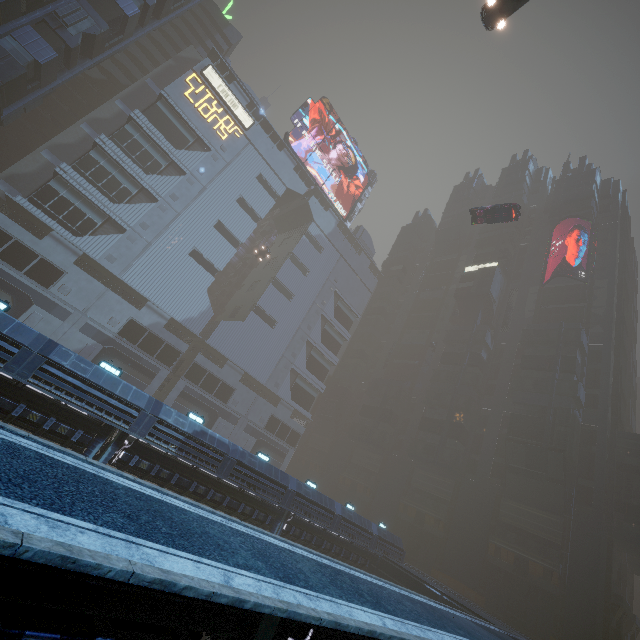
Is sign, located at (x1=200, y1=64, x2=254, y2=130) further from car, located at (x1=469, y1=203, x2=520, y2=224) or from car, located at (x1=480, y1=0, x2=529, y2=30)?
car, located at (x1=480, y1=0, x2=529, y2=30)

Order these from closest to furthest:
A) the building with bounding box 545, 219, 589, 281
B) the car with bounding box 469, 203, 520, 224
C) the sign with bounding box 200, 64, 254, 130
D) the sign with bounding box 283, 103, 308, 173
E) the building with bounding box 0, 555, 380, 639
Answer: the building with bounding box 0, 555, 380, 639
the car with bounding box 469, 203, 520, 224
the sign with bounding box 200, 64, 254, 130
the building with bounding box 545, 219, 589, 281
the sign with bounding box 283, 103, 308, 173

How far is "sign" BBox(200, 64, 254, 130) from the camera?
47.5m

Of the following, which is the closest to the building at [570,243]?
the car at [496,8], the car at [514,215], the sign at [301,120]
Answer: the sign at [301,120]

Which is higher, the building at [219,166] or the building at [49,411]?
the building at [219,166]

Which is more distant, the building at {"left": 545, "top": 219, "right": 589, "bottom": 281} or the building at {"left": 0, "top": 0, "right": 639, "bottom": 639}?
the building at {"left": 545, "top": 219, "right": 589, "bottom": 281}

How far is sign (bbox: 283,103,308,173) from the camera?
57.44m

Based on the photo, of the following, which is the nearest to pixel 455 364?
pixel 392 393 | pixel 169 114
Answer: pixel 392 393
